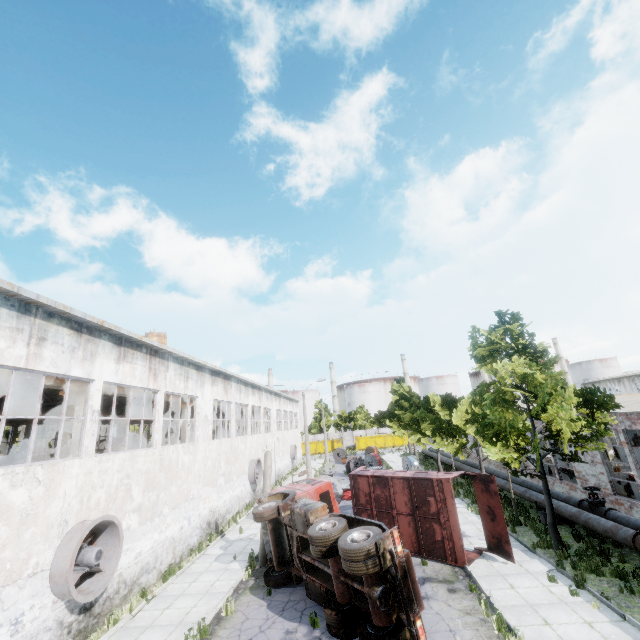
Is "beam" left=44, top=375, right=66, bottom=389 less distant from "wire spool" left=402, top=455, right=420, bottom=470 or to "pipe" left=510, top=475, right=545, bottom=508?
"wire spool" left=402, top=455, right=420, bottom=470

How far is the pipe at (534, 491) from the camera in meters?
16.1

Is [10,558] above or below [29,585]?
above

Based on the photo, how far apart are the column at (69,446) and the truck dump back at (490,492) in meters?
16.7 m

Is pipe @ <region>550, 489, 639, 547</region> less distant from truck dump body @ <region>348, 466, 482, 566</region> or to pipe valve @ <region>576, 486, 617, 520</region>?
pipe valve @ <region>576, 486, 617, 520</region>

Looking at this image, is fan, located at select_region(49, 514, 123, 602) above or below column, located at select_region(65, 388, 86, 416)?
below

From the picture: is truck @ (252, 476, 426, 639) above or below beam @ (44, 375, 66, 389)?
below

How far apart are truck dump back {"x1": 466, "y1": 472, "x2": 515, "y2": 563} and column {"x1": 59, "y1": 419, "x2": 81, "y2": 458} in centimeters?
1666cm
